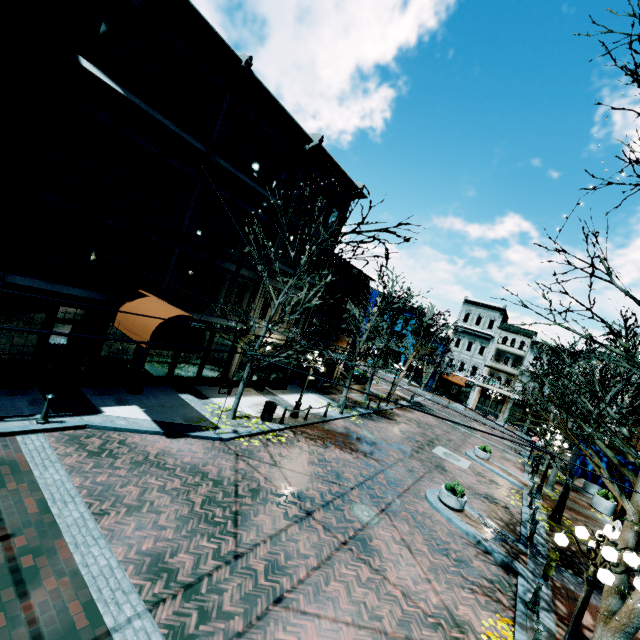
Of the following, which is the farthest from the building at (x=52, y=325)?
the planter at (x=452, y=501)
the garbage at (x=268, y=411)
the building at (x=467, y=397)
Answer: the building at (x=467, y=397)

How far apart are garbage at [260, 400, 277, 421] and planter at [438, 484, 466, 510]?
7.8 meters

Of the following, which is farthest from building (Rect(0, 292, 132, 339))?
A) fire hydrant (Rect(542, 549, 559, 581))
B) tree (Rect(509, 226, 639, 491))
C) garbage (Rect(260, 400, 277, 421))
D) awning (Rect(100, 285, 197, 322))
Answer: fire hydrant (Rect(542, 549, 559, 581))

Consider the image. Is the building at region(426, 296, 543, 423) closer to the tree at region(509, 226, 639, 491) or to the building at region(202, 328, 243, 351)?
the tree at region(509, 226, 639, 491)

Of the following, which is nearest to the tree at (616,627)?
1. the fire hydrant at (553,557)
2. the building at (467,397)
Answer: the fire hydrant at (553,557)

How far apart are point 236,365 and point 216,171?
9.73m

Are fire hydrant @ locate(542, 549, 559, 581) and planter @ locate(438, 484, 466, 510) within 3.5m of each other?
yes

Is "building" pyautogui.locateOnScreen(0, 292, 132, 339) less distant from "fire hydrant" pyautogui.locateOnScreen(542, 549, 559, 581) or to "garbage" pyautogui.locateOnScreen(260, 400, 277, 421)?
"garbage" pyautogui.locateOnScreen(260, 400, 277, 421)
